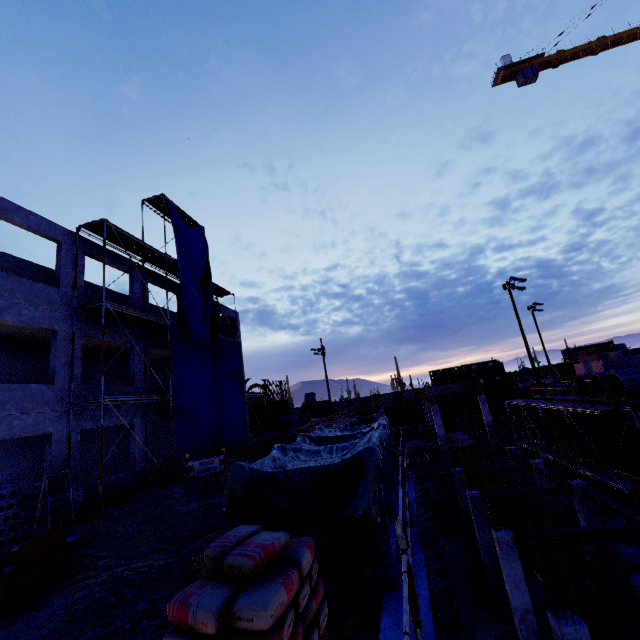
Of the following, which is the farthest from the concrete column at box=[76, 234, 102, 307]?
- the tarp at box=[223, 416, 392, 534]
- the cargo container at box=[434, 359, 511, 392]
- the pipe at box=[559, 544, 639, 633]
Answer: the cargo container at box=[434, 359, 511, 392]

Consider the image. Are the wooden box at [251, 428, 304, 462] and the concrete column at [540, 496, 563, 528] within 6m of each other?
no

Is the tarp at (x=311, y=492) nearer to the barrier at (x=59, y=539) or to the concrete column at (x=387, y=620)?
the concrete column at (x=387, y=620)

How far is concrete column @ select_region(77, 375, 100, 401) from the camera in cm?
1355

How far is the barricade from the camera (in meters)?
11.73

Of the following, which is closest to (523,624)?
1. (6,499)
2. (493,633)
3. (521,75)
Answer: (493,633)

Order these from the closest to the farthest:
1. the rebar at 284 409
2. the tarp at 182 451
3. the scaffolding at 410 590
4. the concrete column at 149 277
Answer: the scaffolding at 410 590
the tarp at 182 451
the concrete column at 149 277
the rebar at 284 409

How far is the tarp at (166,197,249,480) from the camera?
17.0 meters
